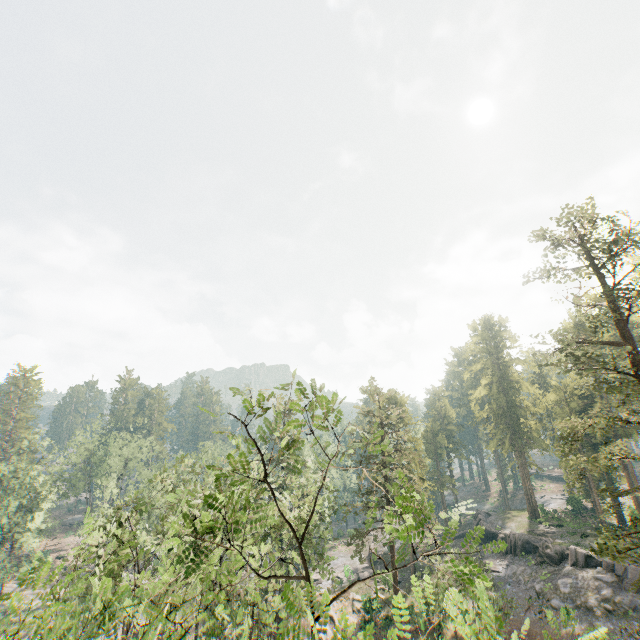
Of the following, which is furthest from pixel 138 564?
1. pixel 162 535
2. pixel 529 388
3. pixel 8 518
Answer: pixel 529 388

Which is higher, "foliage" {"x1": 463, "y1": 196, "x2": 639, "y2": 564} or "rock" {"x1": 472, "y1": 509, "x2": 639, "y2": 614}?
"foliage" {"x1": 463, "y1": 196, "x2": 639, "y2": 564}

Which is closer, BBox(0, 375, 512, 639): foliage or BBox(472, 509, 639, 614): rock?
BBox(0, 375, 512, 639): foliage

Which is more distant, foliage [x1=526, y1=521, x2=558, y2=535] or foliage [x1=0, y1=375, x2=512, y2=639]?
foliage [x1=526, y1=521, x2=558, y2=535]

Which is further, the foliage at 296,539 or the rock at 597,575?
the rock at 597,575

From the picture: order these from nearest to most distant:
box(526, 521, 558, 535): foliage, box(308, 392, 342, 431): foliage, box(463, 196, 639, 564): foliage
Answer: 1. box(308, 392, 342, 431): foliage
2. box(463, 196, 639, 564): foliage
3. box(526, 521, 558, 535): foliage

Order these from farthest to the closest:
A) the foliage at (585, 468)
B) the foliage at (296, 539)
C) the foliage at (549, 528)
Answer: the foliage at (549, 528) → the foliage at (585, 468) → the foliage at (296, 539)
